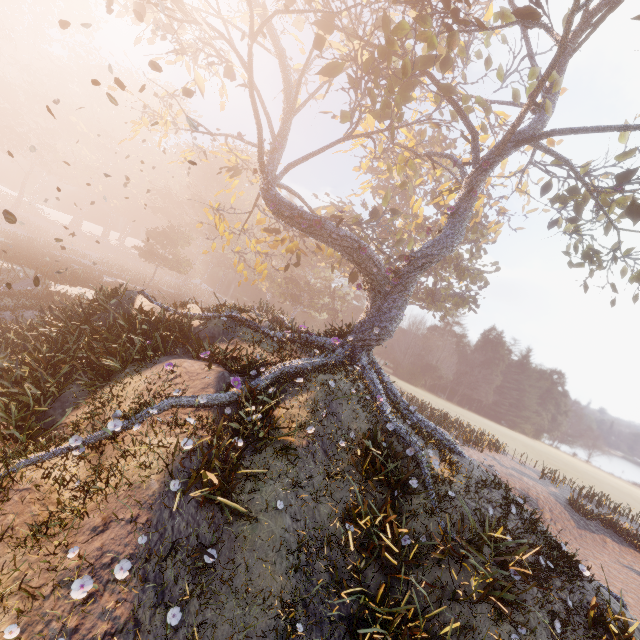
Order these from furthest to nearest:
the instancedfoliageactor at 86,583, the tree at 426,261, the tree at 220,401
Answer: the tree at 426,261, the tree at 220,401, the instancedfoliageactor at 86,583

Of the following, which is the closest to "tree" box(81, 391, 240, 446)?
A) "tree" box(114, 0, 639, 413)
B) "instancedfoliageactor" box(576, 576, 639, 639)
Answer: "tree" box(114, 0, 639, 413)

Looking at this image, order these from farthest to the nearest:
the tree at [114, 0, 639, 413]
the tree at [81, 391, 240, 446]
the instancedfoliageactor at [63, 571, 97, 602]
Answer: the tree at [114, 0, 639, 413], the tree at [81, 391, 240, 446], the instancedfoliageactor at [63, 571, 97, 602]

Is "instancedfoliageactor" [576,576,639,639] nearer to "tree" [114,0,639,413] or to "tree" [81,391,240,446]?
"tree" [114,0,639,413]

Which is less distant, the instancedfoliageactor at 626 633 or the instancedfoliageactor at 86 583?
the instancedfoliageactor at 86 583

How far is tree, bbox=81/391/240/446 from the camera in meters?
6.9 m

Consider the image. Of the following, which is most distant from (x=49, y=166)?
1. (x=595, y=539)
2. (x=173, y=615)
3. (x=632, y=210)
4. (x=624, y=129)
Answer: (x=595, y=539)

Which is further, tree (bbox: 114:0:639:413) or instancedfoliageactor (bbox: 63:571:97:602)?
tree (bbox: 114:0:639:413)
